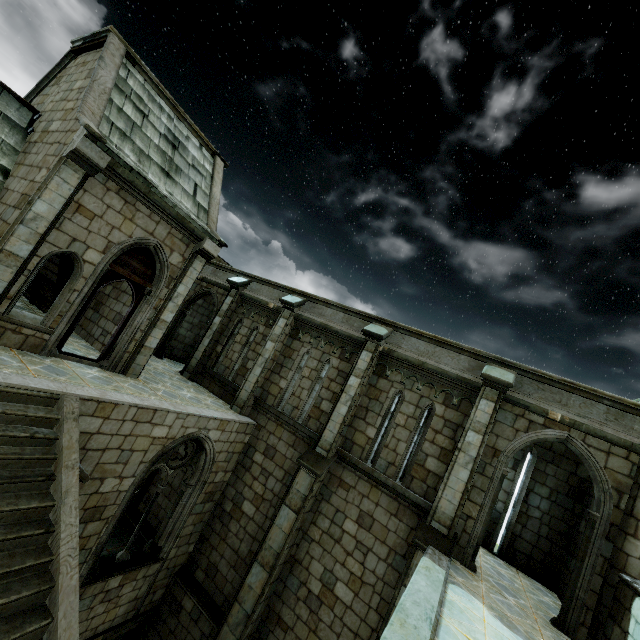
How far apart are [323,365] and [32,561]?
8.30m
